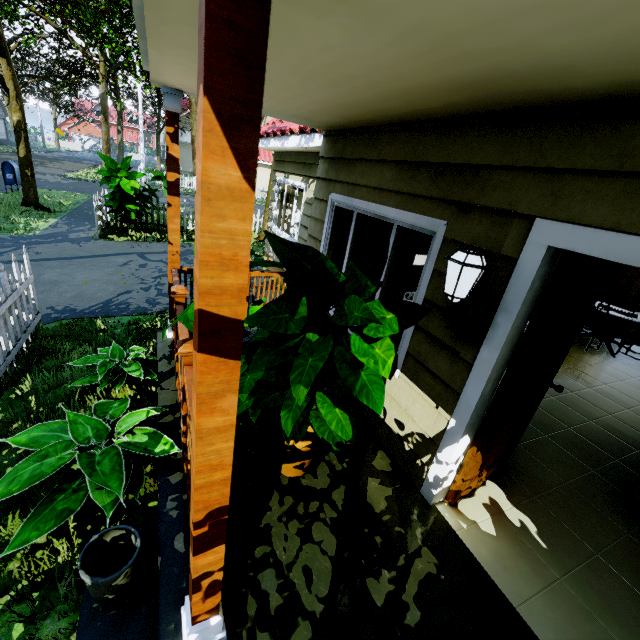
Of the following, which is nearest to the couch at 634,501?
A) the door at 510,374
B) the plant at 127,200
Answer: the door at 510,374

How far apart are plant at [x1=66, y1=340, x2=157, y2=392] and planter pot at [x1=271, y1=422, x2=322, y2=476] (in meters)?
1.88

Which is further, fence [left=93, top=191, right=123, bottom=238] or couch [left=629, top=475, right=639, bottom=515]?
fence [left=93, top=191, right=123, bottom=238]

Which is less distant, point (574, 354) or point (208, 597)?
point (208, 597)

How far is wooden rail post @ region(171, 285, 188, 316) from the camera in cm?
294

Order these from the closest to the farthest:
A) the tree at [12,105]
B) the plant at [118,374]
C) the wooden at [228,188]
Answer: the wooden at [228,188], the plant at [118,374], the tree at [12,105]

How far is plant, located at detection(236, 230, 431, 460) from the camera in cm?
147

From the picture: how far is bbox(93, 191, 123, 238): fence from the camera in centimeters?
923cm
